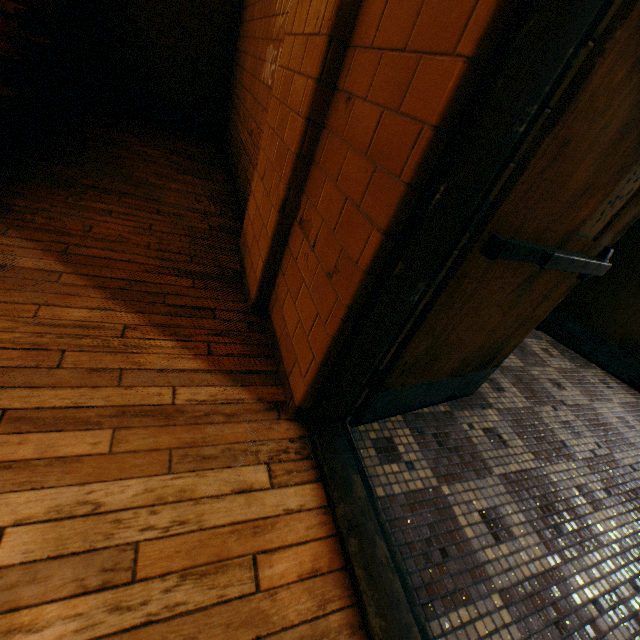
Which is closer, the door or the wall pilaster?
the door

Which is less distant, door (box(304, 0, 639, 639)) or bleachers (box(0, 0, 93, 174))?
door (box(304, 0, 639, 639))

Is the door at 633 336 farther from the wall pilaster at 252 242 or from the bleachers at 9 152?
the bleachers at 9 152

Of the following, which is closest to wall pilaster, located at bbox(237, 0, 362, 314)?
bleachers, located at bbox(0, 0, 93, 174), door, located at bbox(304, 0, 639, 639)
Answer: door, located at bbox(304, 0, 639, 639)

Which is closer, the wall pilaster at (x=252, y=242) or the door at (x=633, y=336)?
the door at (x=633, y=336)

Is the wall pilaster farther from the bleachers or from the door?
the bleachers

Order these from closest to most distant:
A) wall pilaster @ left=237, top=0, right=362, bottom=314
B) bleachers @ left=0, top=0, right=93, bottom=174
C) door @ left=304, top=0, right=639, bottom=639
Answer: door @ left=304, top=0, right=639, bottom=639 < wall pilaster @ left=237, top=0, right=362, bottom=314 < bleachers @ left=0, top=0, right=93, bottom=174

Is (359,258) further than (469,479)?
No
